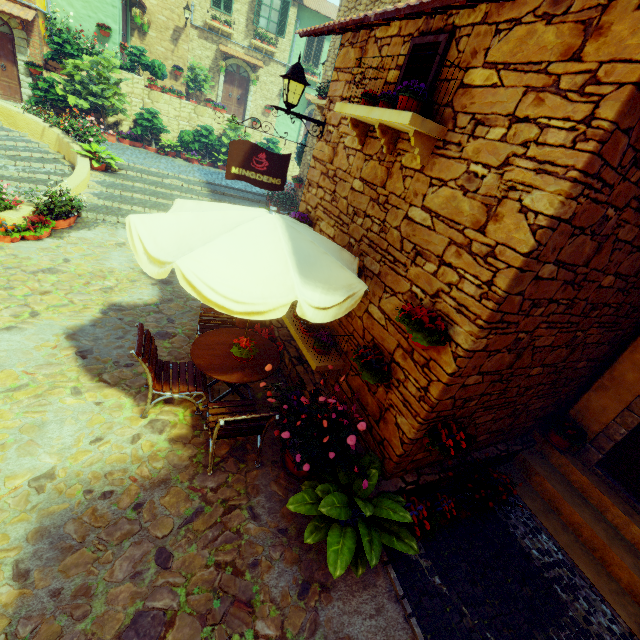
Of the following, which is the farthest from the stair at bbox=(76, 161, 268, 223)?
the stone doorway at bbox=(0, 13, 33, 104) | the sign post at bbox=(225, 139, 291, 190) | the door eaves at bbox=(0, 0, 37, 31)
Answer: the sign post at bbox=(225, 139, 291, 190)

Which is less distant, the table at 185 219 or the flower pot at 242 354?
the table at 185 219

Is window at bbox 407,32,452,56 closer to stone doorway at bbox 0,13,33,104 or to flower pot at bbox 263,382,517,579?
flower pot at bbox 263,382,517,579

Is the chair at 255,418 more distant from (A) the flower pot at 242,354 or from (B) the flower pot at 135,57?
(B) the flower pot at 135,57

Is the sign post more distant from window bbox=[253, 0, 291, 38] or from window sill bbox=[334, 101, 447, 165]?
window bbox=[253, 0, 291, 38]

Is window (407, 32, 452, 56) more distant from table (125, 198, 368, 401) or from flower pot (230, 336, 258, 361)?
flower pot (230, 336, 258, 361)

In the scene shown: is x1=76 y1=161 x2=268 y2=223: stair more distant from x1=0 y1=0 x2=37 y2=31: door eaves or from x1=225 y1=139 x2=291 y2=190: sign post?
x1=225 y1=139 x2=291 y2=190: sign post

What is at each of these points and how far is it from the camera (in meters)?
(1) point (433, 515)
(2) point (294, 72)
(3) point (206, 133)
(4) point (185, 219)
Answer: (1) flower pot, 3.85
(2) street light, 4.55
(3) flower pot, 15.32
(4) table, 3.20
